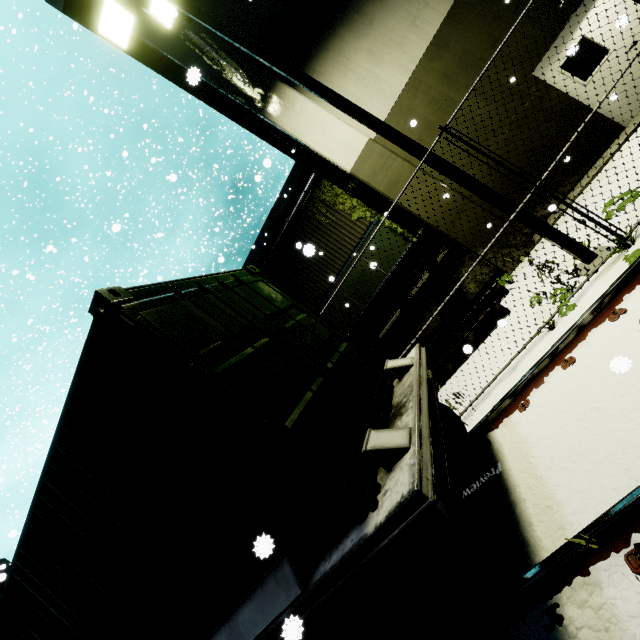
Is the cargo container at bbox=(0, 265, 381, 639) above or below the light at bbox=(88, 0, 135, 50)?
below

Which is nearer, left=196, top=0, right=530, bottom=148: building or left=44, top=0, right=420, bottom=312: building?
left=196, top=0, right=530, bottom=148: building

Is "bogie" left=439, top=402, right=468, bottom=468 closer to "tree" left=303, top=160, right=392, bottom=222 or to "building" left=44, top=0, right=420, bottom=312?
"building" left=44, top=0, right=420, bottom=312

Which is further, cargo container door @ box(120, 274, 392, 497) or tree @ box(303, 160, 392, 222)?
tree @ box(303, 160, 392, 222)

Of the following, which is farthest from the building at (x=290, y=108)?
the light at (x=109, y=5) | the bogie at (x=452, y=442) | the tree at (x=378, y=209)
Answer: the bogie at (x=452, y=442)

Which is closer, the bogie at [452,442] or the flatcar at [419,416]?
the flatcar at [419,416]

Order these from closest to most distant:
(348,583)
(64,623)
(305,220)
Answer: (348,583)
(64,623)
(305,220)

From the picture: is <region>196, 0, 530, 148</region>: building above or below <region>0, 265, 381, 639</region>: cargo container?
above
